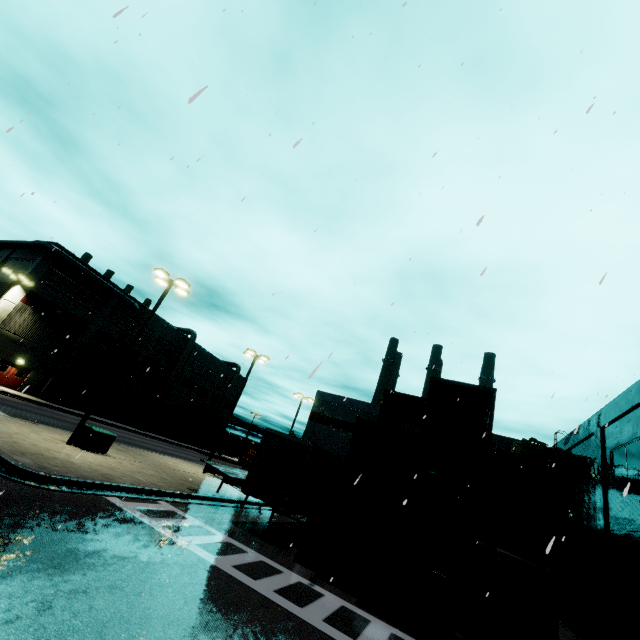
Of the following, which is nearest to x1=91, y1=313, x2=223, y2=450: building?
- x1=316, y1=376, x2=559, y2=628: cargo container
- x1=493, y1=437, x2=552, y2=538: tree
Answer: x1=493, y1=437, x2=552, y2=538: tree

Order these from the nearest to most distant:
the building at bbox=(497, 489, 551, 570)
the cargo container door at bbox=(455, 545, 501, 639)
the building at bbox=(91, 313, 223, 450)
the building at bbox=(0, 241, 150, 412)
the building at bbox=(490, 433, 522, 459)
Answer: the cargo container door at bbox=(455, 545, 501, 639) → the building at bbox=(497, 489, 551, 570) → the building at bbox=(490, 433, 522, 459) → the building at bbox=(0, 241, 150, 412) → the building at bbox=(91, 313, 223, 450)

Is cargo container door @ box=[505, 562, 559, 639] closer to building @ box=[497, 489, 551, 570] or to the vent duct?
building @ box=[497, 489, 551, 570]

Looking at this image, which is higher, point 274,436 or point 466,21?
point 466,21

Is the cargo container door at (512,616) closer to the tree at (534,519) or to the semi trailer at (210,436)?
the tree at (534,519)

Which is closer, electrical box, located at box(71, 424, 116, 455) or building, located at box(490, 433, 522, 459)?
electrical box, located at box(71, 424, 116, 455)

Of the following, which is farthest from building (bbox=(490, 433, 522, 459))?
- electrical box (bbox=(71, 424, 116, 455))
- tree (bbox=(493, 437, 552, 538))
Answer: electrical box (bbox=(71, 424, 116, 455))

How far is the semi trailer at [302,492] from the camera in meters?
13.6
